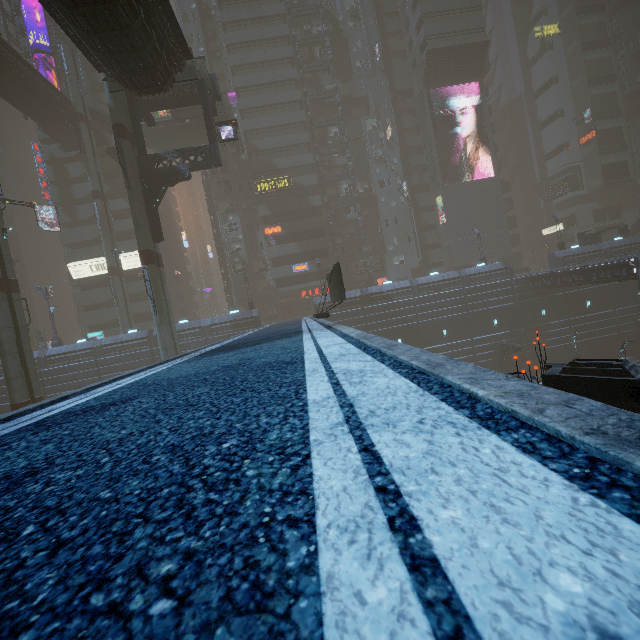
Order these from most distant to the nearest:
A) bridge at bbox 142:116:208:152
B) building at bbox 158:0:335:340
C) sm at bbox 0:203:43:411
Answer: building at bbox 158:0:335:340
bridge at bbox 142:116:208:152
sm at bbox 0:203:43:411

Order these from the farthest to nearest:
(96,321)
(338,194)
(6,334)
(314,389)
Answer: (338,194), (96,321), (6,334), (314,389)

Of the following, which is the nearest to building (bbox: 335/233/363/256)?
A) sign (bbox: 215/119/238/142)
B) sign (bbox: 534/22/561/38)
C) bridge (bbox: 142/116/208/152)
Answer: sign (bbox: 534/22/561/38)

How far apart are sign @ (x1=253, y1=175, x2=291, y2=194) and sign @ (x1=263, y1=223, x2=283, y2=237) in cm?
434

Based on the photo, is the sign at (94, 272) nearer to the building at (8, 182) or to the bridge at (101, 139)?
the building at (8, 182)

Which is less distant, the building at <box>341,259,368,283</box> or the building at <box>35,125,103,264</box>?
the building at <box>35,125,103,264</box>

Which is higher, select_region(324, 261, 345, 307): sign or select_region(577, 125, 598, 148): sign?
select_region(577, 125, 598, 148): sign

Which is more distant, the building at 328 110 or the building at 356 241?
the building at 356 241
